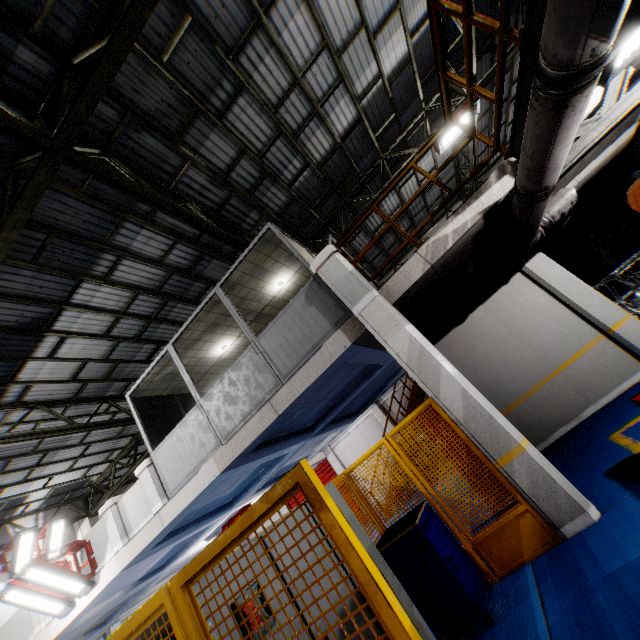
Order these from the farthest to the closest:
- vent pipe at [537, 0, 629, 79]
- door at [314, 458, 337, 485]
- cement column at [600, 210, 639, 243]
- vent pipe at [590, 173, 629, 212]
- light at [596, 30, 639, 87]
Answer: door at [314, 458, 337, 485], cement column at [600, 210, 639, 243], vent pipe at [590, 173, 629, 212], light at [596, 30, 639, 87], vent pipe at [537, 0, 629, 79]

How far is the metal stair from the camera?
14.1 meters

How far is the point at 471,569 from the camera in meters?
4.2 m

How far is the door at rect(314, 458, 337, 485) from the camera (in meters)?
17.92

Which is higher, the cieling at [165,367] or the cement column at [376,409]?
the cieling at [165,367]

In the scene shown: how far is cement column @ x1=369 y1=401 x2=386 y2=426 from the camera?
16.86m

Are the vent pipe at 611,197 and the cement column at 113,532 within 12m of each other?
no

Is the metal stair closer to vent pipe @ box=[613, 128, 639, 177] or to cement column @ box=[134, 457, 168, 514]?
vent pipe @ box=[613, 128, 639, 177]
